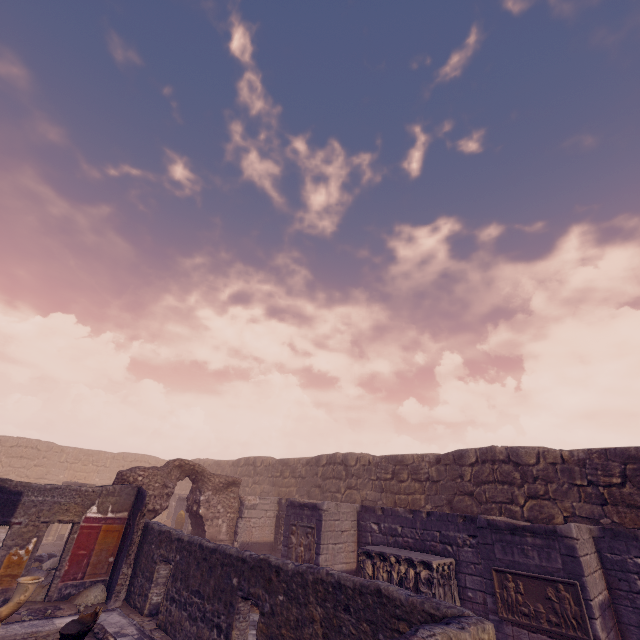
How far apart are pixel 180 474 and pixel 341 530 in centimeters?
688cm

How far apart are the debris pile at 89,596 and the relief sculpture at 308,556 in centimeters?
517cm

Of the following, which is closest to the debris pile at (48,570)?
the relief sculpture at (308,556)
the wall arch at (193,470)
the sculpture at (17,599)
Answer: the wall arch at (193,470)

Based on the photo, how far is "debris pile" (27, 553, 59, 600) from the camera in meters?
8.6

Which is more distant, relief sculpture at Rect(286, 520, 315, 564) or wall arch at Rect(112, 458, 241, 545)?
wall arch at Rect(112, 458, 241, 545)

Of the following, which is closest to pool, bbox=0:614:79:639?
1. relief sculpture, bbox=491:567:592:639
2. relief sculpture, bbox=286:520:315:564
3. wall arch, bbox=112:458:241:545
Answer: wall arch, bbox=112:458:241:545

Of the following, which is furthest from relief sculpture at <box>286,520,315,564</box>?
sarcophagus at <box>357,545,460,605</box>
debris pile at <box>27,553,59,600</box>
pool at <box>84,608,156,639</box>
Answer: debris pile at <box>27,553,59,600</box>

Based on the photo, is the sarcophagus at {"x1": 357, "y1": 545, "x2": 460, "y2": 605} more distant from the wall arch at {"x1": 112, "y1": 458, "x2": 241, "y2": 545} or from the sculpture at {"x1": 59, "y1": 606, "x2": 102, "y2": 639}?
the sculpture at {"x1": 59, "y1": 606, "x2": 102, "y2": 639}
